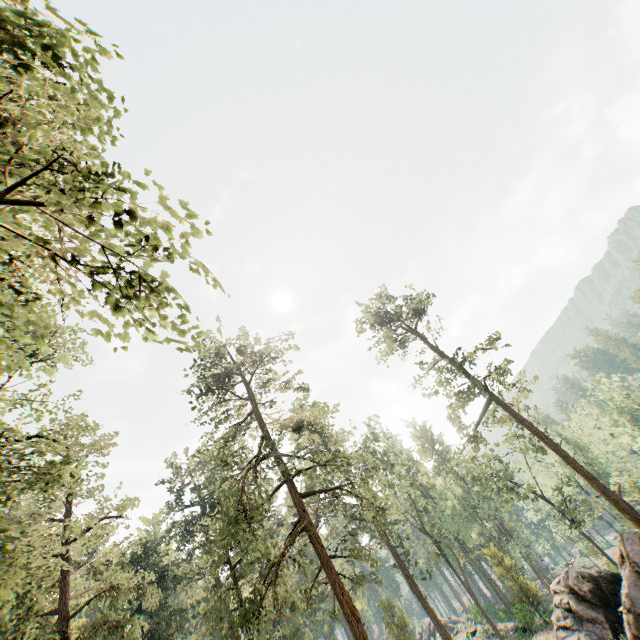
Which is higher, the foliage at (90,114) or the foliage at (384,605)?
the foliage at (90,114)

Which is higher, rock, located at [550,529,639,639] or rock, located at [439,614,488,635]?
rock, located at [550,529,639,639]

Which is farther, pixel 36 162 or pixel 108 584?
pixel 108 584

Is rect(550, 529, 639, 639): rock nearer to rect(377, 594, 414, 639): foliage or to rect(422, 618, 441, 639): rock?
rect(377, 594, 414, 639): foliage

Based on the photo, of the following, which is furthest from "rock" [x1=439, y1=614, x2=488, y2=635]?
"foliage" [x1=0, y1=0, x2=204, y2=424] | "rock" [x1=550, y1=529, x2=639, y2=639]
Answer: "rock" [x1=550, y1=529, x2=639, y2=639]

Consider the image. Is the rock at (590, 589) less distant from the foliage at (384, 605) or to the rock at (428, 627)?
the foliage at (384, 605)
